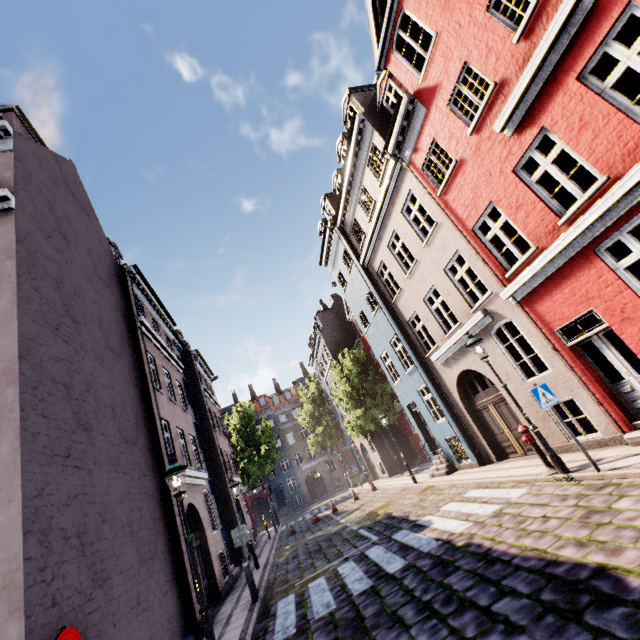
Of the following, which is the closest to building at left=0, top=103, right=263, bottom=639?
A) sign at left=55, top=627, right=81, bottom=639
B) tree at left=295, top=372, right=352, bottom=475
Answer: tree at left=295, top=372, right=352, bottom=475

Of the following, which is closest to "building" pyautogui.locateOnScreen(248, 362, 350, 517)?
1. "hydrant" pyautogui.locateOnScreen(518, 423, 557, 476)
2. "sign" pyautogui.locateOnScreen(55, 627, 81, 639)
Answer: "hydrant" pyautogui.locateOnScreen(518, 423, 557, 476)

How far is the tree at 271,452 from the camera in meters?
33.5

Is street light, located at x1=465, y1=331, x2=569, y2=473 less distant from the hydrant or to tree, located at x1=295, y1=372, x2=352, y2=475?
the hydrant

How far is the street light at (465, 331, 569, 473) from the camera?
7.47m

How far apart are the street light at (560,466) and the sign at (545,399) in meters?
1.0

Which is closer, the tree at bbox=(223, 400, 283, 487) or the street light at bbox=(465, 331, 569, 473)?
the street light at bbox=(465, 331, 569, 473)

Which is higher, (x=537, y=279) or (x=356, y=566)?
(x=537, y=279)
